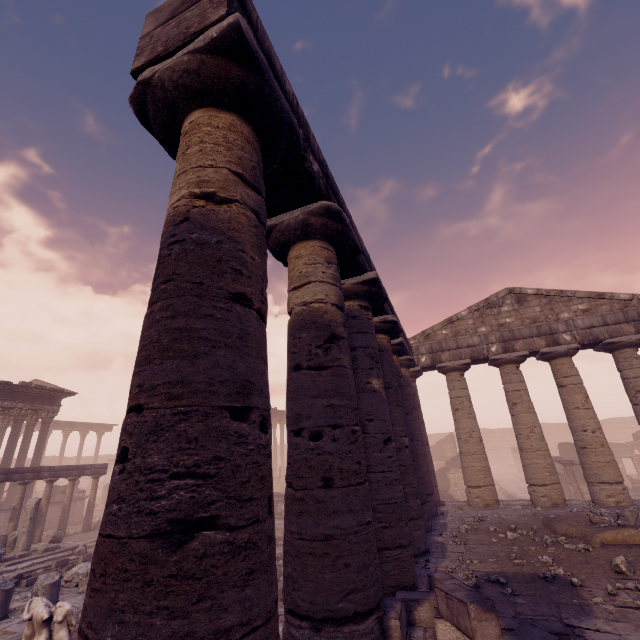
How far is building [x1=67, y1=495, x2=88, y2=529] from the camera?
19.2 meters

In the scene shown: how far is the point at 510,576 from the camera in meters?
5.5

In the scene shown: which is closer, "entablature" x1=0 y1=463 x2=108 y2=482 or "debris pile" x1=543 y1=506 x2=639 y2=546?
"debris pile" x1=543 y1=506 x2=639 y2=546

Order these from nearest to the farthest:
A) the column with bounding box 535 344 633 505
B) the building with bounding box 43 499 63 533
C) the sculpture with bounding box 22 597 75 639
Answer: the sculpture with bounding box 22 597 75 639
the column with bounding box 535 344 633 505
the building with bounding box 43 499 63 533

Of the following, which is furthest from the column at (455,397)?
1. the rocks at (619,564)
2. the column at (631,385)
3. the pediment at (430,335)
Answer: the rocks at (619,564)

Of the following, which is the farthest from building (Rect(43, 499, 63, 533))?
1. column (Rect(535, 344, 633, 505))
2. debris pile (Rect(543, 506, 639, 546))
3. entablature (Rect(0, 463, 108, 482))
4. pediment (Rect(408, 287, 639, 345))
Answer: column (Rect(535, 344, 633, 505))

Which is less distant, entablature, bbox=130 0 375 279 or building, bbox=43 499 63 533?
entablature, bbox=130 0 375 279

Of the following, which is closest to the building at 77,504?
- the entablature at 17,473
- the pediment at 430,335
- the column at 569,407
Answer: the entablature at 17,473
